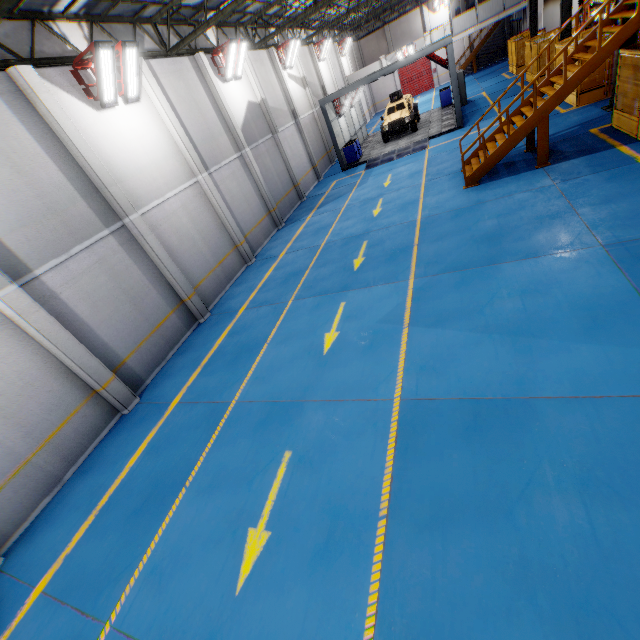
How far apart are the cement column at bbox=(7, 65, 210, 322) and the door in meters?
43.8 m

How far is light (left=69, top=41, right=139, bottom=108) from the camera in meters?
8.7

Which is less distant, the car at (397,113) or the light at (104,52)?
the light at (104,52)

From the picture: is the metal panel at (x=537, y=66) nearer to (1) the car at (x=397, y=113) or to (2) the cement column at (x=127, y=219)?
(1) the car at (x=397, y=113)

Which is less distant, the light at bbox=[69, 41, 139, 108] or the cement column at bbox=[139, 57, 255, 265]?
the light at bbox=[69, 41, 139, 108]

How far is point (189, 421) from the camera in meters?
7.7

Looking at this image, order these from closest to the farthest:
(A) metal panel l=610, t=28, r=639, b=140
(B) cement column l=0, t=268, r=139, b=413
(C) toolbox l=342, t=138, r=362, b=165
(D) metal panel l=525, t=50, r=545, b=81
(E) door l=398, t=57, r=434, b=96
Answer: (B) cement column l=0, t=268, r=139, b=413 → (A) metal panel l=610, t=28, r=639, b=140 → (D) metal panel l=525, t=50, r=545, b=81 → (C) toolbox l=342, t=138, r=362, b=165 → (E) door l=398, t=57, r=434, b=96

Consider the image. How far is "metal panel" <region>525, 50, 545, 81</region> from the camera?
19.3m
